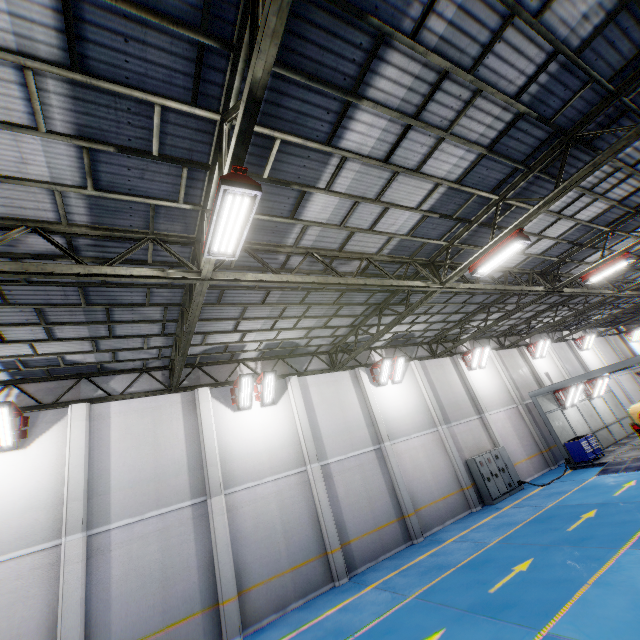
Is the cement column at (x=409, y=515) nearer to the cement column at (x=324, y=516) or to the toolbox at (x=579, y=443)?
the cement column at (x=324, y=516)

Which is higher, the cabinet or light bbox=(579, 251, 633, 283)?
light bbox=(579, 251, 633, 283)

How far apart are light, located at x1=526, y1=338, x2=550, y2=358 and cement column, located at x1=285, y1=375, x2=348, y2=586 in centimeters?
Result: 2033cm

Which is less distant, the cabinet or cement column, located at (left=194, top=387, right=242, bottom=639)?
cement column, located at (left=194, top=387, right=242, bottom=639)

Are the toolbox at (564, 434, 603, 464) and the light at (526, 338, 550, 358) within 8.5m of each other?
yes

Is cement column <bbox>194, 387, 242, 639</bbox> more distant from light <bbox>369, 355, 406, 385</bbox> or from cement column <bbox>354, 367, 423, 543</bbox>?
light <bbox>369, 355, 406, 385</bbox>

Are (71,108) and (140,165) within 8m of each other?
yes

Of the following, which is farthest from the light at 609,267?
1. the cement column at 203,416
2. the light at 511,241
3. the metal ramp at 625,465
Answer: the cement column at 203,416
